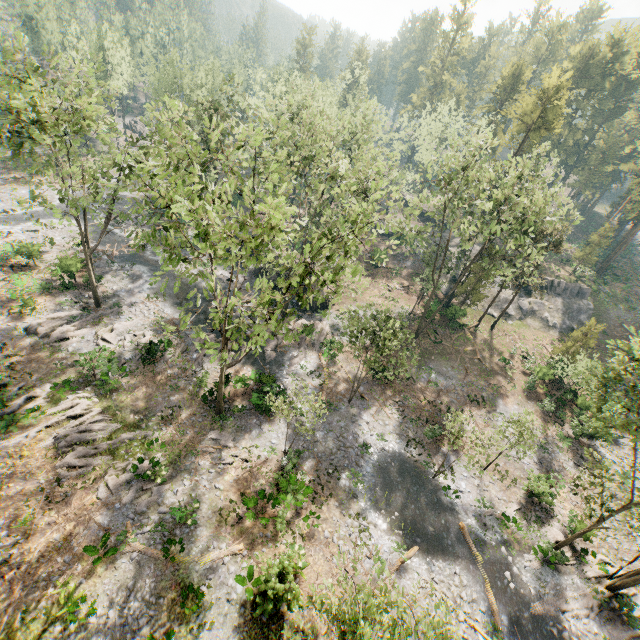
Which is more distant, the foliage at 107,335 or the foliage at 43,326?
the foliage at 107,335

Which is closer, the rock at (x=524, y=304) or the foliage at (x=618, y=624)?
the foliage at (x=618, y=624)

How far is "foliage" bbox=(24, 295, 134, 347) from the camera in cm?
2608

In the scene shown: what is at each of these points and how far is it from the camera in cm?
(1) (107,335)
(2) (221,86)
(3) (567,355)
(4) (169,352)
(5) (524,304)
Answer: (1) foliage, 2727
(2) foliage, 3069
(3) foliage, 3509
(4) foliage, 2755
(5) rock, 4538

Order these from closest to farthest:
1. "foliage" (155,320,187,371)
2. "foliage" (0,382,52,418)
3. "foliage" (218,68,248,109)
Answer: "foliage" (155,320,187,371) < "foliage" (0,382,52,418) < "foliage" (218,68,248,109)

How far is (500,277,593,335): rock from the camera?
44.6m
